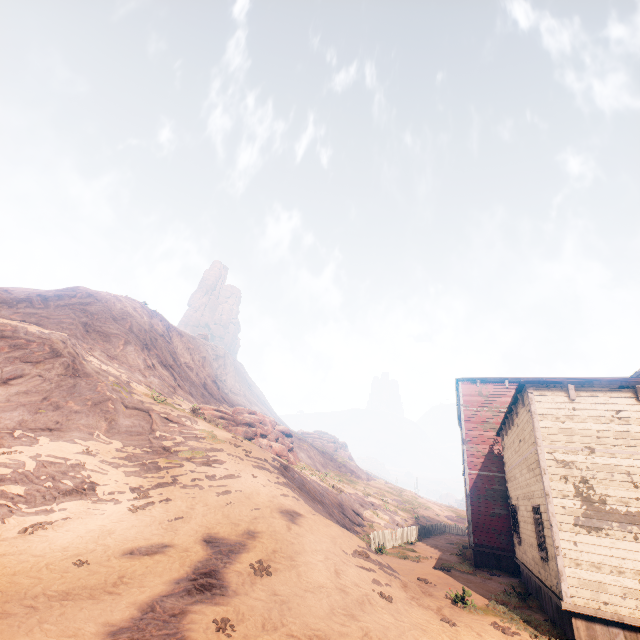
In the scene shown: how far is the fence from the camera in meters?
18.8

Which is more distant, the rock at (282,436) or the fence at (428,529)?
the rock at (282,436)

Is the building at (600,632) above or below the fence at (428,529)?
above

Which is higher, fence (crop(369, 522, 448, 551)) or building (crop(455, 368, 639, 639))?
building (crop(455, 368, 639, 639))

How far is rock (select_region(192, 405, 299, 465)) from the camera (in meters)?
29.77

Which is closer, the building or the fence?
the building

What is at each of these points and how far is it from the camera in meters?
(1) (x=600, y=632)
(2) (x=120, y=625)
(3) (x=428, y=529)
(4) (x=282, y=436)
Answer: (1) building, 8.3
(2) z, 5.9
(3) fence, 31.4
(4) rock, 38.9

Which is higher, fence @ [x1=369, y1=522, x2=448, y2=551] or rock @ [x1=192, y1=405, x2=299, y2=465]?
rock @ [x1=192, y1=405, x2=299, y2=465]
